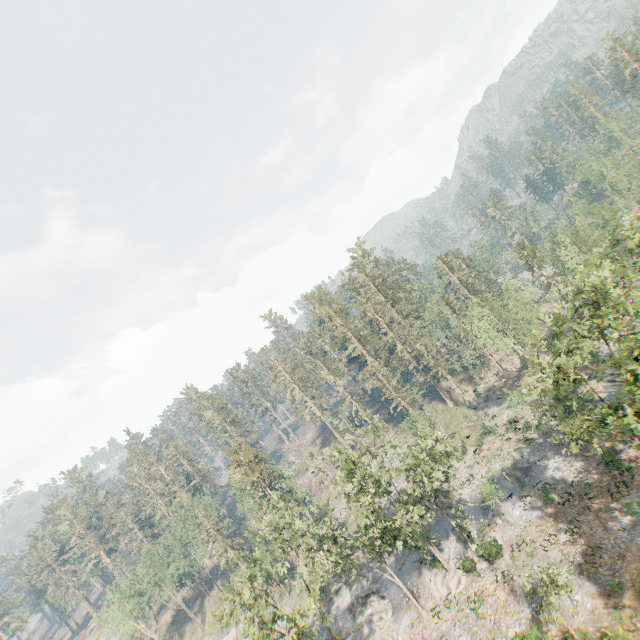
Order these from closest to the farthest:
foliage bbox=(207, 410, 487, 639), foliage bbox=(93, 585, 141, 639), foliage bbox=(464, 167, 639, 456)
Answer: foliage bbox=(464, 167, 639, 456), foliage bbox=(207, 410, 487, 639), foliage bbox=(93, 585, 141, 639)

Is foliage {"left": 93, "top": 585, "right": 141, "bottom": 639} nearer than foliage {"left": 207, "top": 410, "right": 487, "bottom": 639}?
No

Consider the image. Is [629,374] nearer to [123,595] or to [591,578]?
[591,578]

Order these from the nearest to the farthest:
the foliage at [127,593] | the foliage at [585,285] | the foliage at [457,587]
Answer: the foliage at [585,285]
the foliage at [457,587]
the foliage at [127,593]

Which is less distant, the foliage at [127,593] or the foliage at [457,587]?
the foliage at [457,587]
